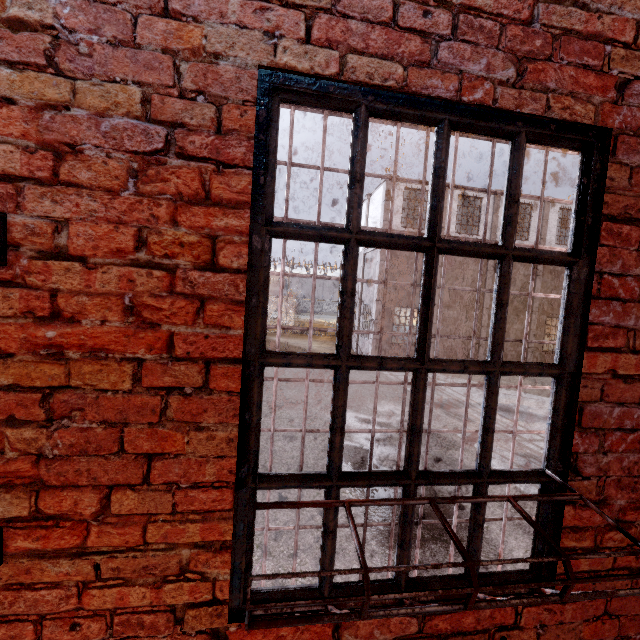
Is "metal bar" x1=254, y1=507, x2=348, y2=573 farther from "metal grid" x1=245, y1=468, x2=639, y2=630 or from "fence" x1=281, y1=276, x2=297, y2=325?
"fence" x1=281, y1=276, x2=297, y2=325

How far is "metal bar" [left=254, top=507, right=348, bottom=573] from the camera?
1.3m

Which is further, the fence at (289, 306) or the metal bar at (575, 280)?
the fence at (289, 306)

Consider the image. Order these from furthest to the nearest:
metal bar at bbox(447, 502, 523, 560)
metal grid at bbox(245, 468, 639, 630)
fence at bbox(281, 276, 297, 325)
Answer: fence at bbox(281, 276, 297, 325) < metal bar at bbox(447, 502, 523, 560) < metal grid at bbox(245, 468, 639, 630)

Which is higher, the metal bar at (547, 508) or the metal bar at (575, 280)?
the metal bar at (575, 280)

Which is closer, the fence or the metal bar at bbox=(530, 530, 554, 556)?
the metal bar at bbox=(530, 530, 554, 556)

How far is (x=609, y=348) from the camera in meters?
1.4 m
